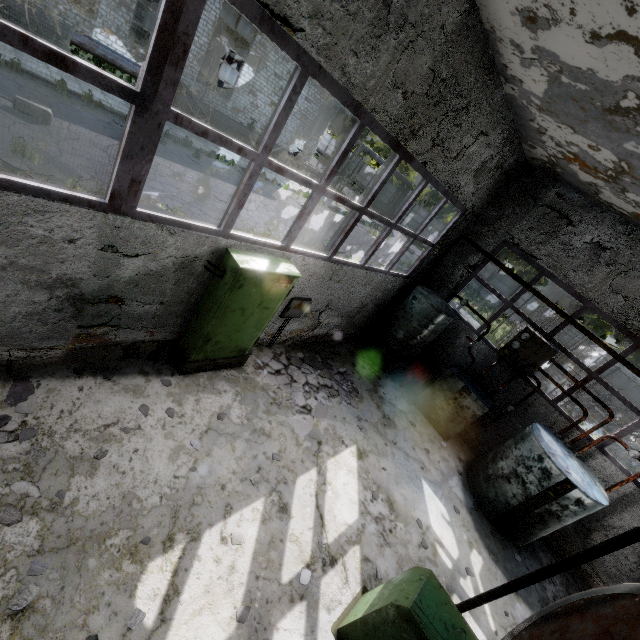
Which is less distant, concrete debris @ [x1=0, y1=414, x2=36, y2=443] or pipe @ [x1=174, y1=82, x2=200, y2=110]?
concrete debris @ [x1=0, y1=414, x2=36, y2=443]

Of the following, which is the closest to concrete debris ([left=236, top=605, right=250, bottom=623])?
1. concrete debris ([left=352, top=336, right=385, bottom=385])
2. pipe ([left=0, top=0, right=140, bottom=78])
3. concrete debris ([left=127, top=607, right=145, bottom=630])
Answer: concrete debris ([left=127, top=607, right=145, bottom=630])

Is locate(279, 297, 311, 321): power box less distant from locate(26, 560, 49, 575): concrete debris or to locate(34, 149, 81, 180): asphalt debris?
locate(26, 560, 49, 575): concrete debris

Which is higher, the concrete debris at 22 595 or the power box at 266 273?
the power box at 266 273

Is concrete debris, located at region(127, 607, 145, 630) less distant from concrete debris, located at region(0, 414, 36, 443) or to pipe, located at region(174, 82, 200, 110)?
concrete debris, located at region(0, 414, 36, 443)

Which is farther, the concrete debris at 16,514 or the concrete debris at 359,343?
the concrete debris at 359,343

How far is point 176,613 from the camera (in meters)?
3.47

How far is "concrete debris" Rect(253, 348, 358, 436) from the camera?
6.8m
